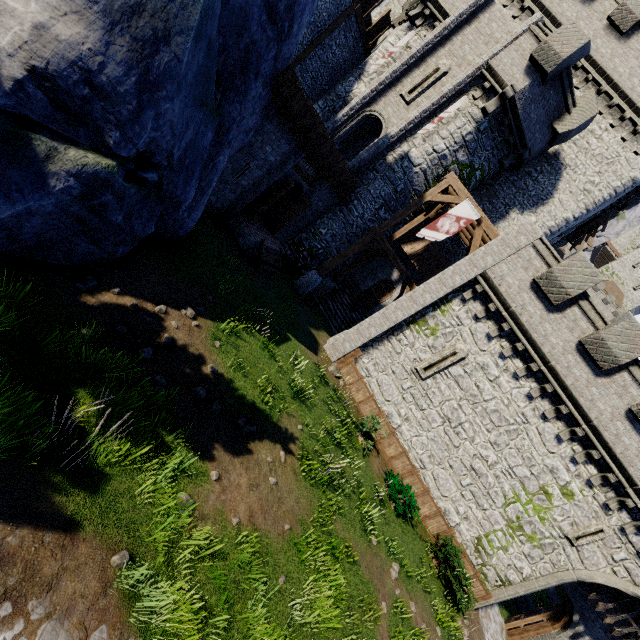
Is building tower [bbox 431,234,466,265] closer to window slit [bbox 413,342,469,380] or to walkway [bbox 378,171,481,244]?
walkway [bbox 378,171,481,244]

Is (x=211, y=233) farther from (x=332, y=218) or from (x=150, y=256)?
(x=332, y=218)

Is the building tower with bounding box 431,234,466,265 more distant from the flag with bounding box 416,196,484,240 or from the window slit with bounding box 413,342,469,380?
the window slit with bounding box 413,342,469,380

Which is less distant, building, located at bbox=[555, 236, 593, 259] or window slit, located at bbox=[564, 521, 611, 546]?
window slit, located at bbox=[564, 521, 611, 546]

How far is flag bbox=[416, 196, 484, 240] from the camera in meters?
15.0

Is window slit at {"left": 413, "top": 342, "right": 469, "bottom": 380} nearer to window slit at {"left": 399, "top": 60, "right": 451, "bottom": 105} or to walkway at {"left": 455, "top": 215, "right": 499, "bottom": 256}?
walkway at {"left": 455, "top": 215, "right": 499, "bottom": 256}

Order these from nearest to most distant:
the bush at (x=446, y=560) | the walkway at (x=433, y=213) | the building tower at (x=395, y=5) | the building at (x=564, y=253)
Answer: the bush at (x=446, y=560) < the walkway at (x=433, y=213) < the building tower at (x=395, y=5) < the building at (x=564, y=253)

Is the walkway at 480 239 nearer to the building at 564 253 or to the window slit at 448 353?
the window slit at 448 353
